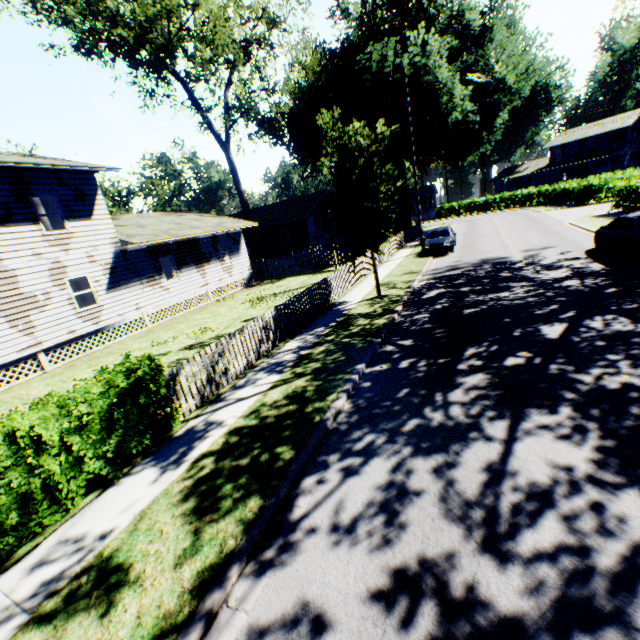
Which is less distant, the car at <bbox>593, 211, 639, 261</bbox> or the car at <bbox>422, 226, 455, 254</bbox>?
the car at <bbox>593, 211, 639, 261</bbox>

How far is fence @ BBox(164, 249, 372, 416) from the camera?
7.66m

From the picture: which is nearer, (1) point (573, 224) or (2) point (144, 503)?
(2) point (144, 503)

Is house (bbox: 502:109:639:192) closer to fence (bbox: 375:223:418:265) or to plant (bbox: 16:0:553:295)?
plant (bbox: 16:0:553:295)

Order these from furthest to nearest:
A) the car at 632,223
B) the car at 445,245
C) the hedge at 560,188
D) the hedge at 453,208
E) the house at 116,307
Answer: the hedge at 453,208, the hedge at 560,188, the car at 445,245, the house at 116,307, the car at 632,223

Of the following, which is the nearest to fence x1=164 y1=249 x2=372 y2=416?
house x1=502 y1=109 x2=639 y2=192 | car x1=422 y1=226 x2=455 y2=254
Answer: car x1=422 y1=226 x2=455 y2=254

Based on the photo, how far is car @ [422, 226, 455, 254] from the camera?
21.2m

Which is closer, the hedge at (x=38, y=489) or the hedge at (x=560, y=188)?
the hedge at (x=38, y=489)
